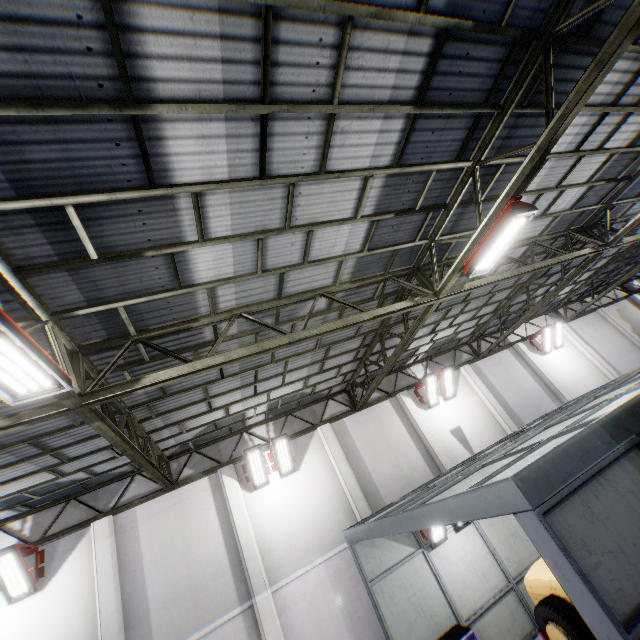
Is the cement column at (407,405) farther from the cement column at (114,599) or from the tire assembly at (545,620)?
the cement column at (114,599)

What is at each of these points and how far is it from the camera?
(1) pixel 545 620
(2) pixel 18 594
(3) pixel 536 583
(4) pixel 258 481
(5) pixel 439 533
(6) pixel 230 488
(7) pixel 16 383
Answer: (1) tire assembly, 6.12m
(2) light, 8.78m
(3) car, 6.68m
(4) light, 11.37m
(5) light, 9.58m
(6) cement column, 11.12m
(7) light, 3.63m

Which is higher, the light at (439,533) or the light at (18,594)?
the light at (18,594)

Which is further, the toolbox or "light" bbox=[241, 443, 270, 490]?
"light" bbox=[241, 443, 270, 490]

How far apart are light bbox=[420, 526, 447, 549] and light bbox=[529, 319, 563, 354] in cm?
1219

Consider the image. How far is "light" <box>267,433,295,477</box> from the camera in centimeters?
1149cm

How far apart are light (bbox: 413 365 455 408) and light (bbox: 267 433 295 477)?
6.2m

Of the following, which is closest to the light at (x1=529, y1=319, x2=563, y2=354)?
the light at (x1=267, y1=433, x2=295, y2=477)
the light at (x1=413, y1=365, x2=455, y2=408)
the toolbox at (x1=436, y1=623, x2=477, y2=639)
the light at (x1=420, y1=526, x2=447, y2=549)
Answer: the light at (x1=413, y1=365, x2=455, y2=408)
